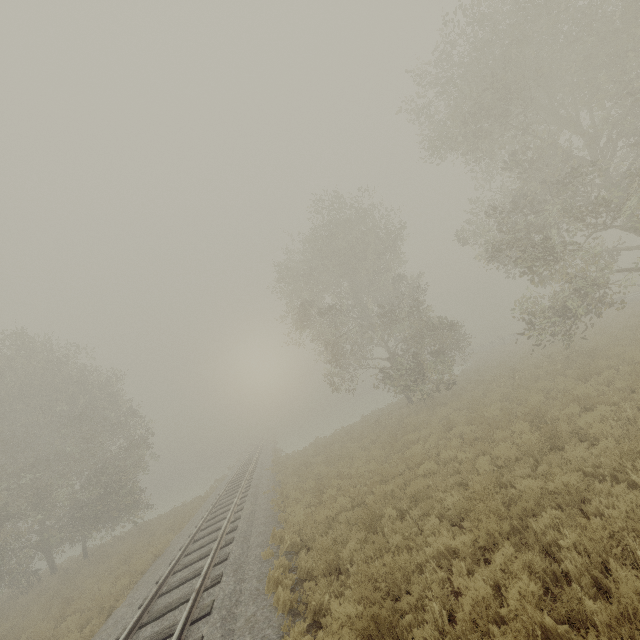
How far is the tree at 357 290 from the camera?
20.8m

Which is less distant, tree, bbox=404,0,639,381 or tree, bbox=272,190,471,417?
tree, bbox=404,0,639,381

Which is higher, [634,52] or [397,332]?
[634,52]

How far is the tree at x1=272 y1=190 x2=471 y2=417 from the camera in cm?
2084

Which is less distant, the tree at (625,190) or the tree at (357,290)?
the tree at (625,190)
